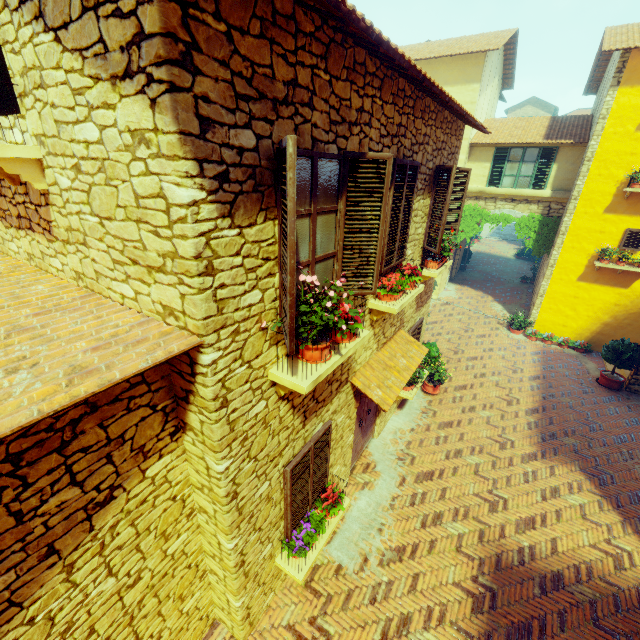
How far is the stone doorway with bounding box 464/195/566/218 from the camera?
12.95m

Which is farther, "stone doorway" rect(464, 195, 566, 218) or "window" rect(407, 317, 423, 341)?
"stone doorway" rect(464, 195, 566, 218)

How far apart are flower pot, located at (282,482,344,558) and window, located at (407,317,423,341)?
4.4m

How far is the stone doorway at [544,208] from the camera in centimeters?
1295cm

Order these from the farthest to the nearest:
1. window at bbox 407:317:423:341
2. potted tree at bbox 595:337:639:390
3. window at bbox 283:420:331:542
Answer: potted tree at bbox 595:337:639:390 < window at bbox 407:317:423:341 < window at bbox 283:420:331:542

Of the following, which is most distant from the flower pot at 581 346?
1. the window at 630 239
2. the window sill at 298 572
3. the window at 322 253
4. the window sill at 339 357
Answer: the window sill at 339 357

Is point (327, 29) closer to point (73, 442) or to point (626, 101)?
point (73, 442)

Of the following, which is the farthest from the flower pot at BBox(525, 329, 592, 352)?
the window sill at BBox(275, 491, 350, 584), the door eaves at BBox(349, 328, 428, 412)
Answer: the window sill at BBox(275, 491, 350, 584)
